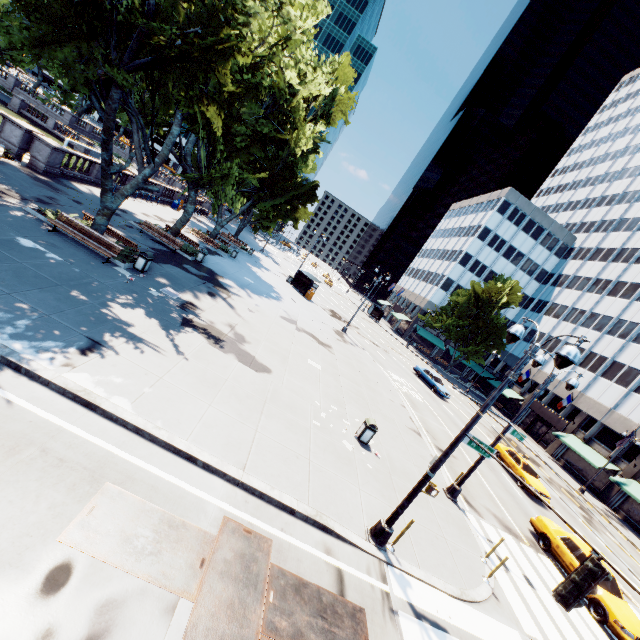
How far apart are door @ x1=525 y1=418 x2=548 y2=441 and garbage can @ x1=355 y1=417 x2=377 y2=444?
43.0 meters

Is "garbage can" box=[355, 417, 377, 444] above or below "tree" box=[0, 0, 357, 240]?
below

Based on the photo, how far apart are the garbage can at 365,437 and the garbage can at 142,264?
12.8 meters

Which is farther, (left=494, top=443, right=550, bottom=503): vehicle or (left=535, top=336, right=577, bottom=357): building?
(left=535, top=336, right=577, bottom=357): building

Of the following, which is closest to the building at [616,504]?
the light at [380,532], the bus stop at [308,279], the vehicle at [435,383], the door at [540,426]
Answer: the door at [540,426]

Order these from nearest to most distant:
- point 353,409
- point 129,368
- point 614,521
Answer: point 129,368
point 353,409
point 614,521

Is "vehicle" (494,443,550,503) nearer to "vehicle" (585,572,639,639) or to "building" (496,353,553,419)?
"vehicle" (585,572,639,639)

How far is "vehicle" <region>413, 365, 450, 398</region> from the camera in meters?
33.2 m
